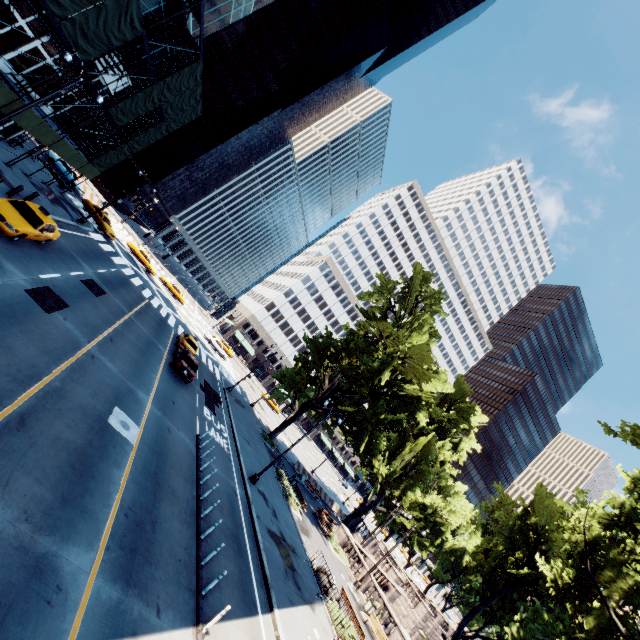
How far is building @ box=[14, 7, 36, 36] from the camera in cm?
1752

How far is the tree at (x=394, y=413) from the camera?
29.0m

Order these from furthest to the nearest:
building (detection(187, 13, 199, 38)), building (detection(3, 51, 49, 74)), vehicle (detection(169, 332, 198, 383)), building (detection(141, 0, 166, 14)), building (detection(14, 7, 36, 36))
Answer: building (detection(187, 13, 199, 38)) < vehicle (detection(169, 332, 198, 383)) < building (detection(141, 0, 166, 14)) < building (detection(3, 51, 49, 74)) < building (detection(14, 7, 36, 36))

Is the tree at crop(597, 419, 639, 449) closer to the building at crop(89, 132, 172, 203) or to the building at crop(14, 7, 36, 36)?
the building at crop(14, 7, 36, 36)

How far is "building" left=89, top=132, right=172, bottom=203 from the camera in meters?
57.6

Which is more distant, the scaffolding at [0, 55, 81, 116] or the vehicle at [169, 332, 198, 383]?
the vehicle at [169, 332, 198, 383]

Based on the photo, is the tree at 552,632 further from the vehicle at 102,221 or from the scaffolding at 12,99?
the vehicle at 102,221

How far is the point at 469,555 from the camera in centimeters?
2853cm
